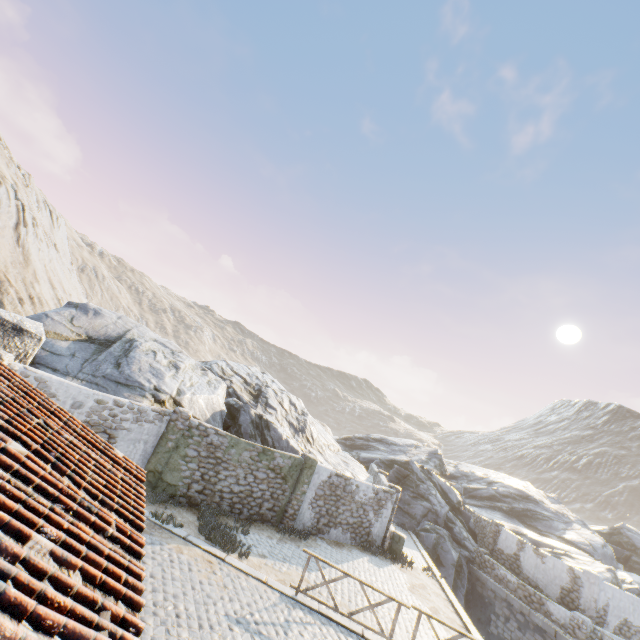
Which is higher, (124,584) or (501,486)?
(501,486)

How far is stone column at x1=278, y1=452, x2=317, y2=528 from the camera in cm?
1436

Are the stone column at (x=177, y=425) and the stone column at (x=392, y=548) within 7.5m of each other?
no

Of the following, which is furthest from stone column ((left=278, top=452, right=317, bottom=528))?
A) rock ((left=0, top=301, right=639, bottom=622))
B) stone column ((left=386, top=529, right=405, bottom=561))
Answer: stone column ((left=386, top=529, right=405, bottom=561))

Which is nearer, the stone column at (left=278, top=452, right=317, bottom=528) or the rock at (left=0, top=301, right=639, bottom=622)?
the rock at (left=0, top=301, right=639, bottom=622)

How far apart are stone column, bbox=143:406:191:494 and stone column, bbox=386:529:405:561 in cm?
1138

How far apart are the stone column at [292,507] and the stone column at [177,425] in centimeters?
545cm

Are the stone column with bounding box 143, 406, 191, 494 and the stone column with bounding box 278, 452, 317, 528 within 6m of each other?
yes
